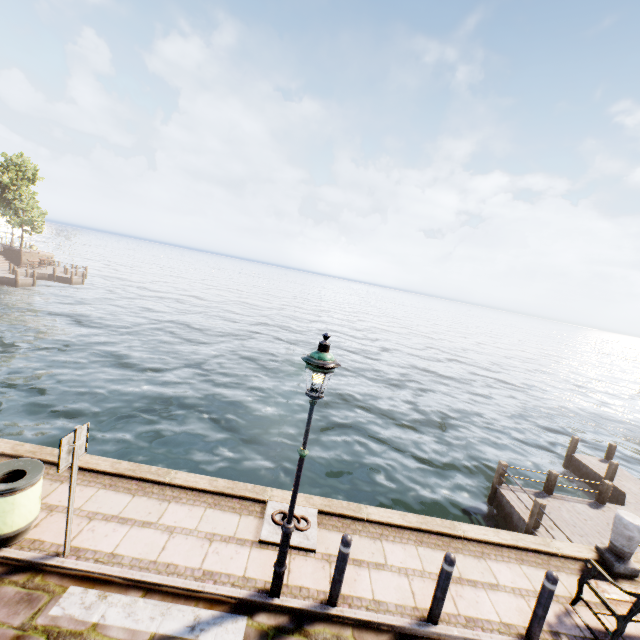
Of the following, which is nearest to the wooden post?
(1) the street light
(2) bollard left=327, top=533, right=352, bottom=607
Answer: (2) bollard left=327, top=533, right=352, bottom=607

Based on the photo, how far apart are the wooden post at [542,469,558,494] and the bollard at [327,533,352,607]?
10.7 meters

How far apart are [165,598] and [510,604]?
5.4 meters

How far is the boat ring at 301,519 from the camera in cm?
546

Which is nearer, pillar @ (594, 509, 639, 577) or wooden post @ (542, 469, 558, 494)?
pillar @ (594, 509, 639, 577)

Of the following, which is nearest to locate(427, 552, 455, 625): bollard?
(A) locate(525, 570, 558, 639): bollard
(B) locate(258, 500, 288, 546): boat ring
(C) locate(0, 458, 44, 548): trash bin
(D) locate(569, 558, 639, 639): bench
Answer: (A) locate(525, 570, 558, 639): bollard

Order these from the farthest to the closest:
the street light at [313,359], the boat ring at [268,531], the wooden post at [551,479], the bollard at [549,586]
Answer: the wooden post at [551,479], the boat ring at [268,531], the bollard at [549,586], the street light at [313,359]

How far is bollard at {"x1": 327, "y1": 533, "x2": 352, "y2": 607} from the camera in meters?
4.5
